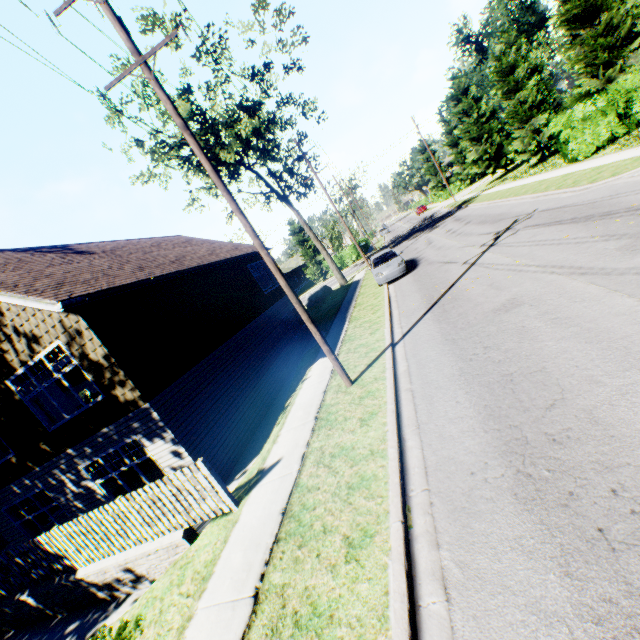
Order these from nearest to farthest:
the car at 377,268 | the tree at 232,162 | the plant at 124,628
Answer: the plant at 124,628
the car at 377,268
the tree at 232,162

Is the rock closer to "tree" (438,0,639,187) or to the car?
the car

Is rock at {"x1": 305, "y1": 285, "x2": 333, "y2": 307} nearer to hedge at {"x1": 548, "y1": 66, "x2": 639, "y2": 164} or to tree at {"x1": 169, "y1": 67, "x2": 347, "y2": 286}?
tree at {"x1": 169, "y1": 67, "x2": 347, "y2": 286}

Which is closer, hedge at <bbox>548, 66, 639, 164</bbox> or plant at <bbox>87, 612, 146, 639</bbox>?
plant at <bbox>87, 612, 146, 639</bbox>

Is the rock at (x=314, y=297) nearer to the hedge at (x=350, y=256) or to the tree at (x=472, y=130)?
the hedge at (x=350, y=256)

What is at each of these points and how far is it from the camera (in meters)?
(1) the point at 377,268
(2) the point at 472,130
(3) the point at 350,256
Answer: (1) car, 18.44
(2) tree, 35.19
(3) hedge, 47.25

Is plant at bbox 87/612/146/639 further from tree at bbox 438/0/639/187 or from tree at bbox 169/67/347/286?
tree at bbox 438/0/639/187

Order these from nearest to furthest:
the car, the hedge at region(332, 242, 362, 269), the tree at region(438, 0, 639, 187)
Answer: the car < the tree at region(438, 0, 639, 187) < the hedge at region(332, 242, 362, 269)
